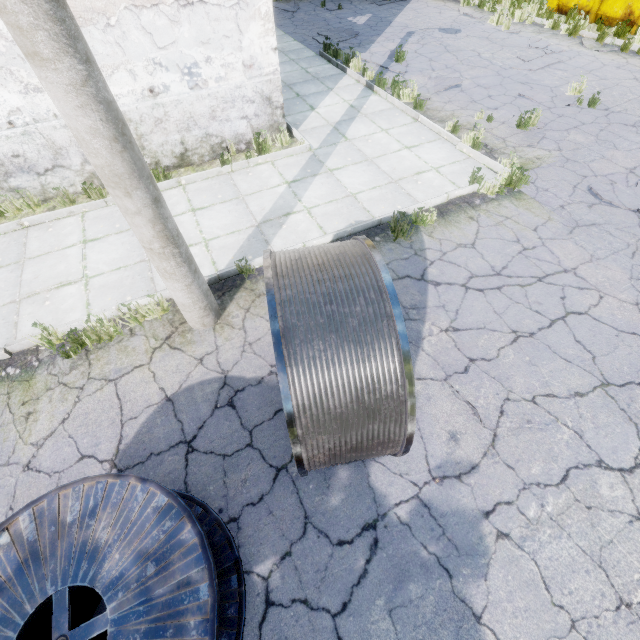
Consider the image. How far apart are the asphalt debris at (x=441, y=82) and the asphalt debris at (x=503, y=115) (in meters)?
1.45

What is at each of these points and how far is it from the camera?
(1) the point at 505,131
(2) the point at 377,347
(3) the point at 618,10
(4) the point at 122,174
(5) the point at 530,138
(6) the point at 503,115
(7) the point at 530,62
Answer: (1) asphalt debris, 7.68m
(2) wire spool, 2.15m
(3) garbage container, 11.61m
(4) lamp post, 2.75m
(5) asphalt debris, 7.38m
(6) asphalt debris, 8.13m
(7) asphalt debris, 10.16m

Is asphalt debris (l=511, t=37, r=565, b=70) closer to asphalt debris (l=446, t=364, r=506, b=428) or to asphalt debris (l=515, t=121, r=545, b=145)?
asphalt debris (l=515, t=121, r=545, b=145)

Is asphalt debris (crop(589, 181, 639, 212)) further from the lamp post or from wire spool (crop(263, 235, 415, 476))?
the lamp post

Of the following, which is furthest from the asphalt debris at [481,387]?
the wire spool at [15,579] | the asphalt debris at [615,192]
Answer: the asphalt debris at [615,192]

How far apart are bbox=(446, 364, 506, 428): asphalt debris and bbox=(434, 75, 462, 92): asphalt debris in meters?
8.5 m

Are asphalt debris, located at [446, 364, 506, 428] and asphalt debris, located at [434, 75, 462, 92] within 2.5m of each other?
no

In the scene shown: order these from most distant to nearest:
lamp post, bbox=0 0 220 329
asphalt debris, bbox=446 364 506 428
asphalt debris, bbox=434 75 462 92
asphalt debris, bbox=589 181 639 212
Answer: asphalt debris, bbox=434 75 462 92, asphalt debris, bbox=589 181 639 212, asphalt debris, bbox=446 364 506 428, lamp post, bbox=0 0 220 329
